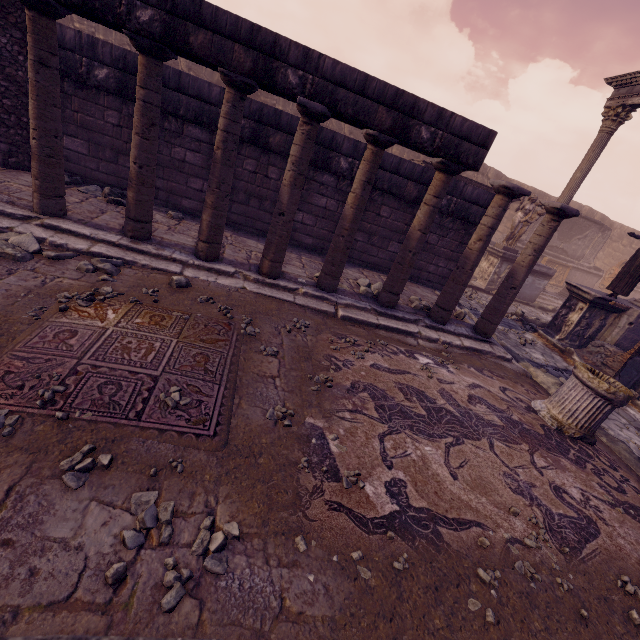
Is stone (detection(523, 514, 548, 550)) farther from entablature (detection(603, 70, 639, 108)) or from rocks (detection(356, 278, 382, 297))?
entablature (detection(603, 70, 639, 108))

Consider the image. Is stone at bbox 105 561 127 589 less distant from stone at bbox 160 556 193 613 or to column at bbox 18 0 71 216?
stone at bbox 160 556 193 613

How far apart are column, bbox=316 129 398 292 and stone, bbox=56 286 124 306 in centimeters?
303cm

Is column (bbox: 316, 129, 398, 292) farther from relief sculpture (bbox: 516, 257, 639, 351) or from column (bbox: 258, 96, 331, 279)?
relief sculpture (bbox: 516, 257, 639, 351)

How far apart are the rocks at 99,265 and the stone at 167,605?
3.5 meters

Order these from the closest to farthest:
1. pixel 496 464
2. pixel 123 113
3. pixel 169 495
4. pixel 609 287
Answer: pixel 169 495, pixel 496 464, pixel 123 113, pixel 609 287

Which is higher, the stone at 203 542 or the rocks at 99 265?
the rocks at 99 265

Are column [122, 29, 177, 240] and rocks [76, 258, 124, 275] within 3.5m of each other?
yes
